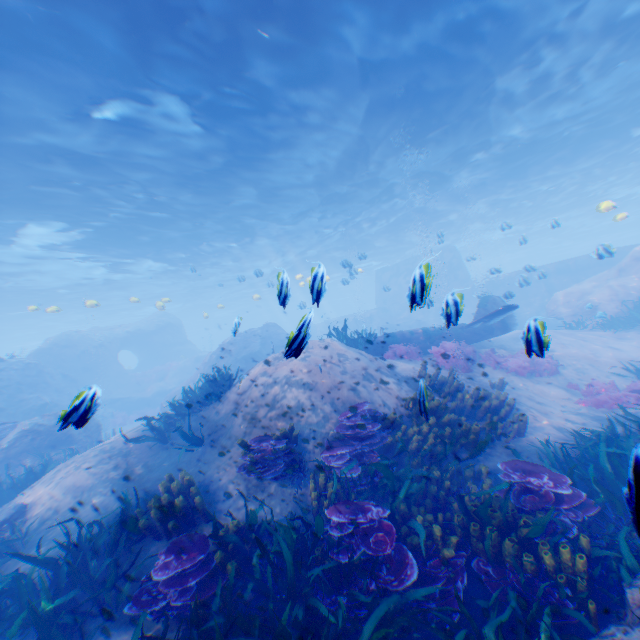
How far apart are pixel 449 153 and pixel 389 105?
6.49m

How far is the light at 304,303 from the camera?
2.5m

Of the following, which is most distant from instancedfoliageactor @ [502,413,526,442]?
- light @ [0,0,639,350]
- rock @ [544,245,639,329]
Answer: light @ [0,0,639,350]

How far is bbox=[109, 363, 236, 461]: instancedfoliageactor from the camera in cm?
830

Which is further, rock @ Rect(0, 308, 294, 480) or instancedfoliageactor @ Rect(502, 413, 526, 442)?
rock @ Rect(0, 308, 294, 480)

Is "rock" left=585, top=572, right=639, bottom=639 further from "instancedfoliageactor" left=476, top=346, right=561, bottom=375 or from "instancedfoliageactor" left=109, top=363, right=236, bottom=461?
"instancedfoliageactor" left=476, top=346, right=561, bottom=375

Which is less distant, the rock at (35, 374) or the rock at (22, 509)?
the rock at (22, 509)
